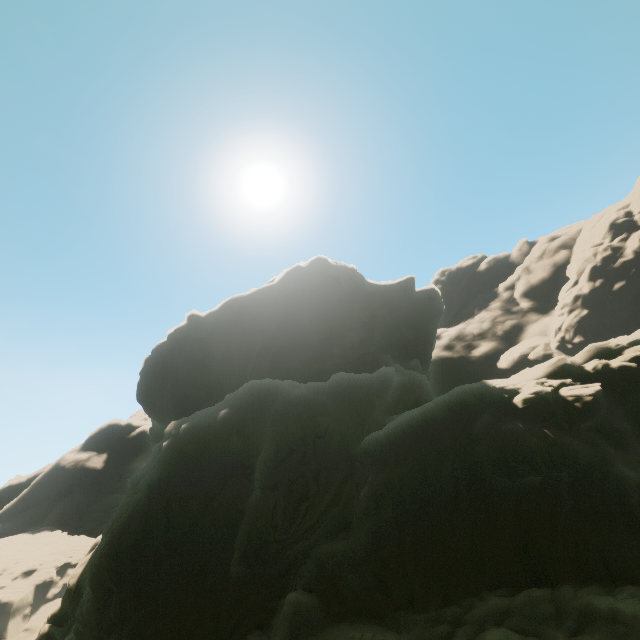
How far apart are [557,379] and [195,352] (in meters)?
41.60
